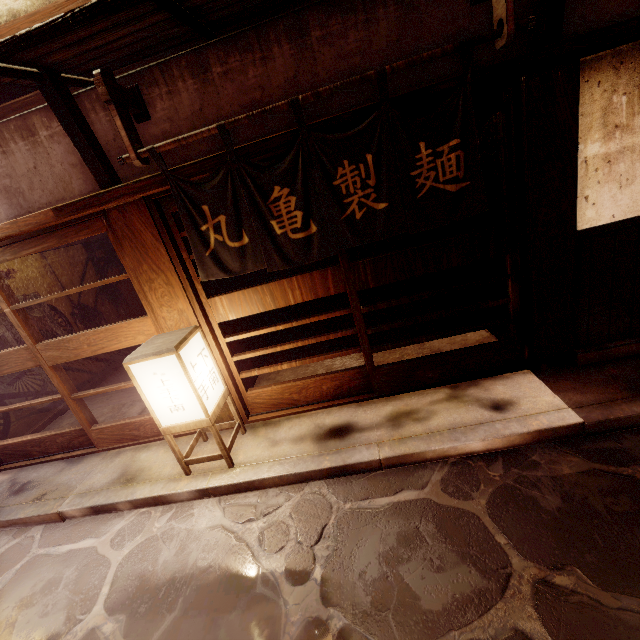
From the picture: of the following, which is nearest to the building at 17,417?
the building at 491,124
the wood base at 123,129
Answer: the building at 491,124

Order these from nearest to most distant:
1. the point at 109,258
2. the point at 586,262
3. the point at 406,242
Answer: the point at 586,262
the point at 406,242
the point at 109,258

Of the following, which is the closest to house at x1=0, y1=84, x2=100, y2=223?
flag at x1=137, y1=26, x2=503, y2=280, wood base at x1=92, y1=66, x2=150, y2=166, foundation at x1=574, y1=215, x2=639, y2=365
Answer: wood base at x1=92, y1=66, x2=150, y2=166

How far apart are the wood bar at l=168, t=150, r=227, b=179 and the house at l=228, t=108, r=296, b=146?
0.2 meters

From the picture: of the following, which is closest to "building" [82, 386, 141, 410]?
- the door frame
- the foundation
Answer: the door frame

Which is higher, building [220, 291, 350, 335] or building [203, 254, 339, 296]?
building [203, 254, 339, 296]

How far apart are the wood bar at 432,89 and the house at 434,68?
0.2 meters
